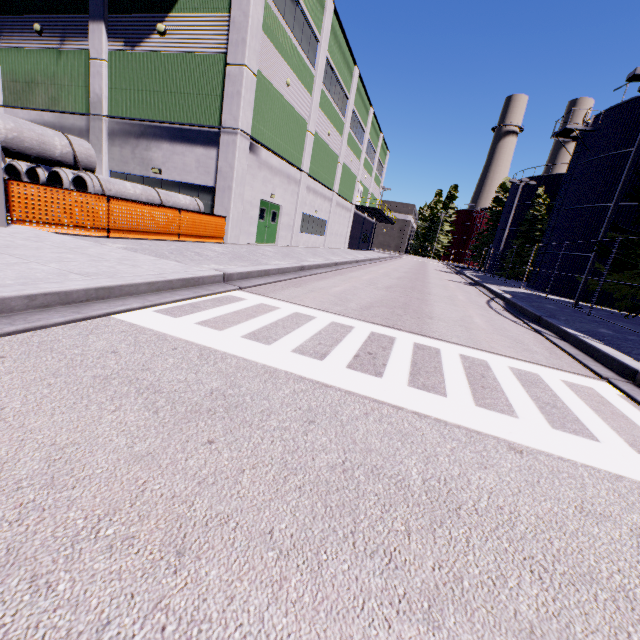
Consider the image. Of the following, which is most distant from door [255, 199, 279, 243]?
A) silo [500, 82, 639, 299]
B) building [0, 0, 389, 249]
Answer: silo [500, 82, 639, 299]

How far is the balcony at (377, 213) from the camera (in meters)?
36.90

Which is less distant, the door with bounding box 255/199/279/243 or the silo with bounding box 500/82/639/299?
the door with bounding box 255/199/279/243

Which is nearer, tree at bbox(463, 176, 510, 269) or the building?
the building

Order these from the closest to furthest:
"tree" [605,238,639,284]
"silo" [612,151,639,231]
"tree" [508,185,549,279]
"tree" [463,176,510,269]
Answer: "tree" [605,238,639,284] < "silo" [612,151,639,231] < "tree" [508,185,549,279] < "tree" [463,176,510,269]

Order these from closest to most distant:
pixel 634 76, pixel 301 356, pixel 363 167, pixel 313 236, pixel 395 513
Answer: pixel 395 513, pixel 301 356, pixel 634 76, pixel 313 236, pixel 363 167

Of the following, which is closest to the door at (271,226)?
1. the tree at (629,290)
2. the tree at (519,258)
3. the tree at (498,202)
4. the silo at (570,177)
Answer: the silo at (570,177)

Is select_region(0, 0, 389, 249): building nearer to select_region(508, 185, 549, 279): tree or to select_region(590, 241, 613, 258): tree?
select_region(590, 241, 613, 258): tree
